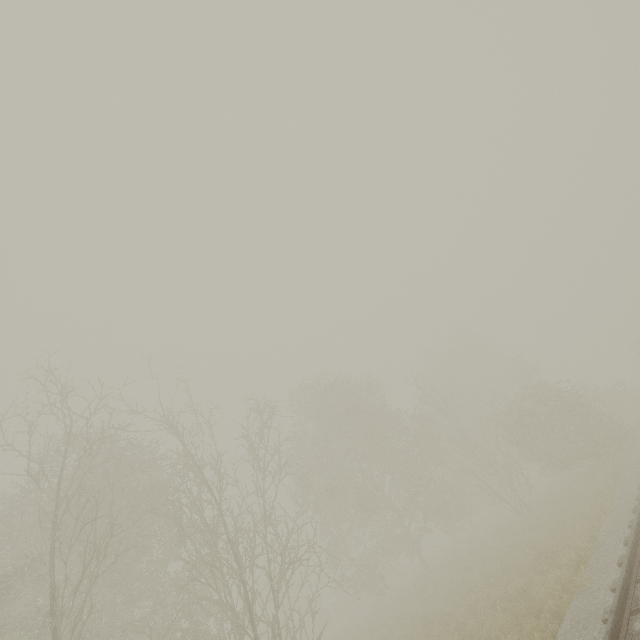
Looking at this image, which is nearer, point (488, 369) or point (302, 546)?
point (302, 546)
